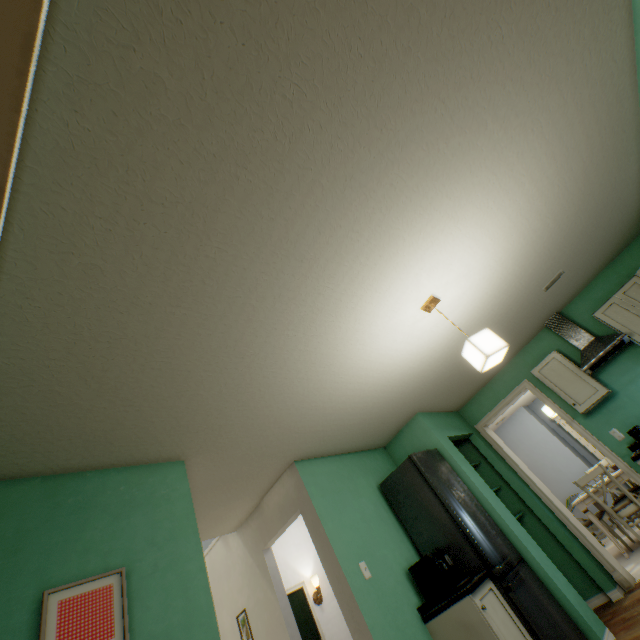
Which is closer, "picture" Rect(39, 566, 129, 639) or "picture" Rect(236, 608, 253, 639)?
"picture" Rect(39, 566, 129, 639)

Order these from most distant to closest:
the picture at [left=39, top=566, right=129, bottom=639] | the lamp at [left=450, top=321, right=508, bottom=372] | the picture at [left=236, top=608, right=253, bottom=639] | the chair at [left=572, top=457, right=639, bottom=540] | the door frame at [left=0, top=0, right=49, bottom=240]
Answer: the chair at [left=572, top=457, right=639, bottom=540] < the picture at [left=236, top=608, right=253, bottom=639] < the lamp at [left=450, top=321, right=508, bottom=372] < the picture at [left=39, top=566, right=129, bottom=639] < the door frame at [left=0, top=0, right=49, bottom=240]

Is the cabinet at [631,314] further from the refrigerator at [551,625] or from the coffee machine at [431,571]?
the coffee machine at [431,571]

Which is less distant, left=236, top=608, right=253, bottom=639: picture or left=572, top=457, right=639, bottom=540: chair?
left=236, top=608, right=253, bottom=639: picture

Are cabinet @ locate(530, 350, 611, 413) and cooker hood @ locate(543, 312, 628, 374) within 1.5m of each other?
yes

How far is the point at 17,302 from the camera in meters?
1.3 m

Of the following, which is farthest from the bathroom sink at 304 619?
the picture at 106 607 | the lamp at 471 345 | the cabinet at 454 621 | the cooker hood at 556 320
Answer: the cooker hood at 556 320

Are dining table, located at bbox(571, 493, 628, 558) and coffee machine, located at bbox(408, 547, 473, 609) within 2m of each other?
no
